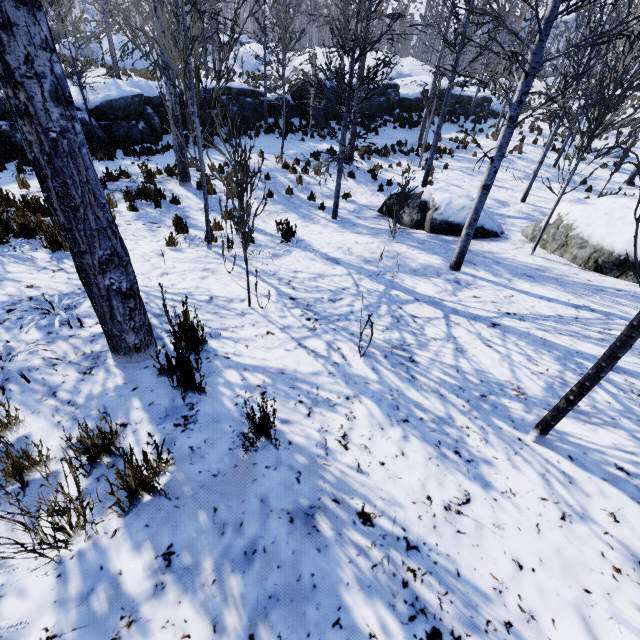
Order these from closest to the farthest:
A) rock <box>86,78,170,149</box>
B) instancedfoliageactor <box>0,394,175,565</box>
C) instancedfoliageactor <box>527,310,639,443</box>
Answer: instancedfoliageactor <box>0,394,175,565</box> → instancedfoliageactor <box>527,310,639,443</box> → rock <box>86,78,170,149</box>

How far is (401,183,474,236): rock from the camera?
8.6 meters

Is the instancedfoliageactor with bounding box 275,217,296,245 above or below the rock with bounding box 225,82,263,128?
below

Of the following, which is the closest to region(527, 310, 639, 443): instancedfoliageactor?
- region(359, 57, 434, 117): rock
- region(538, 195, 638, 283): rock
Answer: region(359, 57, 434, 117): rock

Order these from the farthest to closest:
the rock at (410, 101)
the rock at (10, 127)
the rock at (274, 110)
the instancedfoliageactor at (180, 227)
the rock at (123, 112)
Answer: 1. the rock at (410, 101)
2. the rock at (274, 110)
3. the rock at (123, 112)
4. the rock at (10, 127)
5. the instancedfoliageactor at (180, 227)

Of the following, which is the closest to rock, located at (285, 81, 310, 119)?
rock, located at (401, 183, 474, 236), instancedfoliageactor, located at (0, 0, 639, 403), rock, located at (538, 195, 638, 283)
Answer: instancedfoliageactor, located at (0, 0, 639, 403)

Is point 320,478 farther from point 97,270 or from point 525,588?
point 97,270

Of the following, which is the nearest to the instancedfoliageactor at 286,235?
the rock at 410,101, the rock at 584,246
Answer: the rock at 410,101
